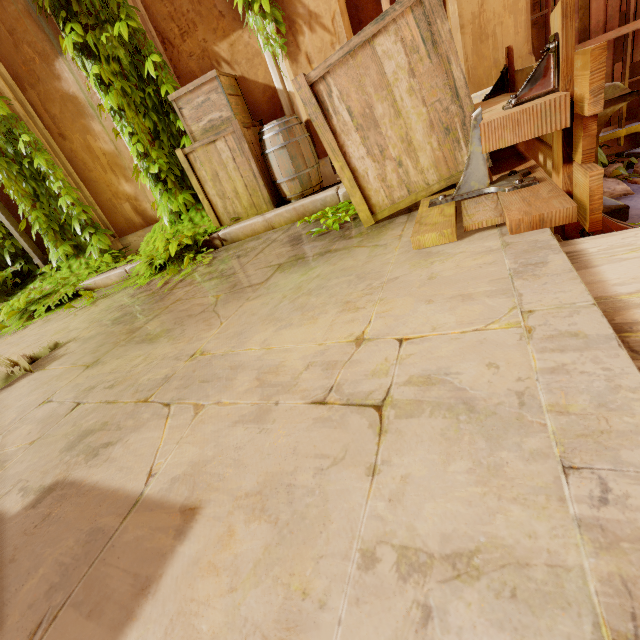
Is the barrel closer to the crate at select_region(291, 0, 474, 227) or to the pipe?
the crate at select_region(291, 0, 474, 227)

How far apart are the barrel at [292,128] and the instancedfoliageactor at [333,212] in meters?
0.6 m

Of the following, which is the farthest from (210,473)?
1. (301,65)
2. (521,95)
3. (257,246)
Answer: (301,65)

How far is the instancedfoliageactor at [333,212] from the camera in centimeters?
261cm

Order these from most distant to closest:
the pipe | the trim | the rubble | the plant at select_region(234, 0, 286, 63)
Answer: the pipe, the rubble, the plant at select_region(234, 0, 286, 63), the trim

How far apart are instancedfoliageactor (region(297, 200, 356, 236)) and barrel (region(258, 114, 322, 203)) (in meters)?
0.63

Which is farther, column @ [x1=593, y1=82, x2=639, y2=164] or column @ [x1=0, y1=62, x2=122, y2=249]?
column @ [x1=0, y1=62, x2=122, y2=249]

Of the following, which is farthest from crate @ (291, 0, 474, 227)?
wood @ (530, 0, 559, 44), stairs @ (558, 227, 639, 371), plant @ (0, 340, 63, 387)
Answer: wood @ (530, 0, 559, 44)
